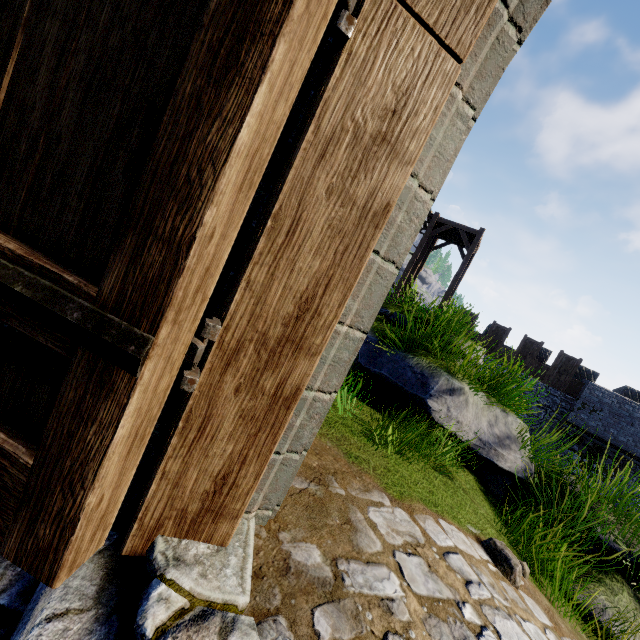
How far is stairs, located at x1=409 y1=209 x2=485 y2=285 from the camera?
20.0 meters

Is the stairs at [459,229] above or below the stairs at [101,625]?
above

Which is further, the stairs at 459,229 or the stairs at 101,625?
the stairs at 459,229

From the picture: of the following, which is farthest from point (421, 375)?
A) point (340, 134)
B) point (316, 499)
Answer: point (340, 134)

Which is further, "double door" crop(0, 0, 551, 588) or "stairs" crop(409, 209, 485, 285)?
"stairs" crop(409, 209, 485, 285)

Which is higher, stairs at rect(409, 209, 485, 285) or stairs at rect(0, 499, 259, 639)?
stairs at rect(409, 209, 485, 285)

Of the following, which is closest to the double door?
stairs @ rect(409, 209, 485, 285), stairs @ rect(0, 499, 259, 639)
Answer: stairs @ rect(0, 499, 259, 639)

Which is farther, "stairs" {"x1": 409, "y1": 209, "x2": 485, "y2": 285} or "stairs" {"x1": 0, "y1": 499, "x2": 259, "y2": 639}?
"stairs" {"x1": 409, "y1": 209, "x2": 485, "y2": 285}
